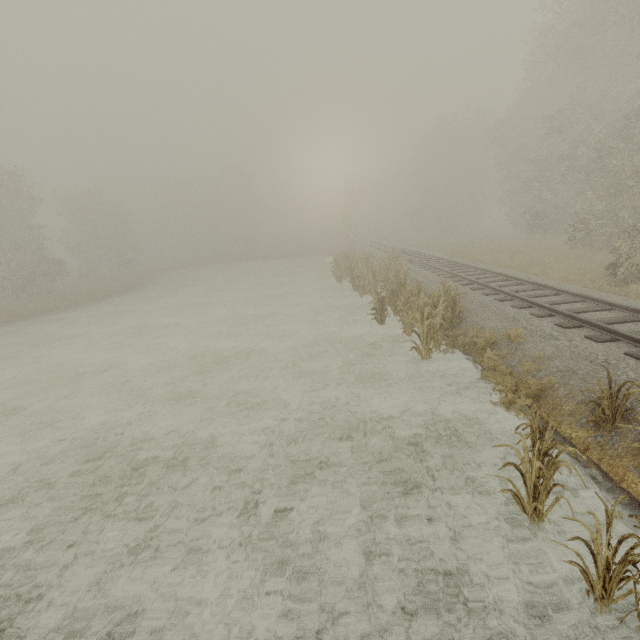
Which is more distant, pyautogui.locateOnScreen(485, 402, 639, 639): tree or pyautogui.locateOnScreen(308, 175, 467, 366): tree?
pyautogui.locateOnScreen(308, 175, 467, 366): tree

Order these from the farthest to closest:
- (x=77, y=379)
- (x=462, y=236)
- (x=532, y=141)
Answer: (x=462, y=236) → (x=532, y=141) → (x=77, y=379)

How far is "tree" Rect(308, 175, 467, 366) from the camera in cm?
875

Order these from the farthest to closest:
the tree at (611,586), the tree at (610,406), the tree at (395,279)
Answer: the tree at (395,279), the tree at (610,406), the tree at (611,586)

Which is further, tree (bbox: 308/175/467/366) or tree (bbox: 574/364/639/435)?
tree (bbox: 308/175/467/366)

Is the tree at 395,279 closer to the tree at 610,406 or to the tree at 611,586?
the tree at 610,406

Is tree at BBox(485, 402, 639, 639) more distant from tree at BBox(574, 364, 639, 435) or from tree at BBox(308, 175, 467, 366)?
tree at BBox(308, 175, 467, 366)
